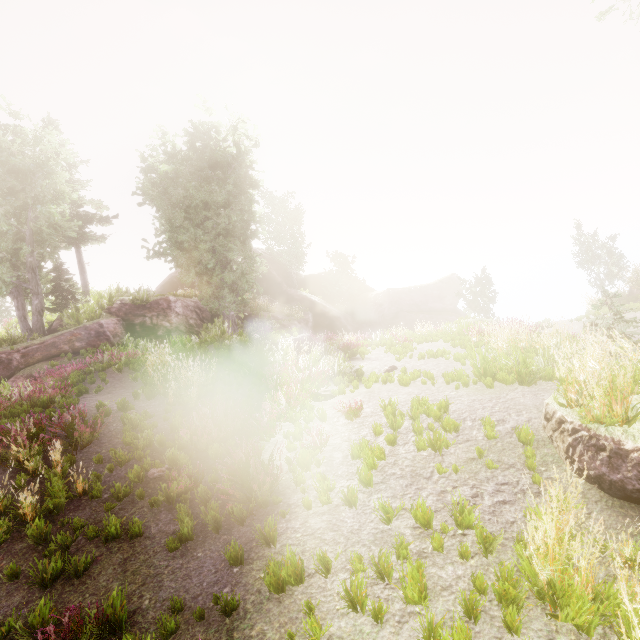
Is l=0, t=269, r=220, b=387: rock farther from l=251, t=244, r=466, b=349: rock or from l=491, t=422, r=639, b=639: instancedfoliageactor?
l=251, t=244, r=466, b=349: rock

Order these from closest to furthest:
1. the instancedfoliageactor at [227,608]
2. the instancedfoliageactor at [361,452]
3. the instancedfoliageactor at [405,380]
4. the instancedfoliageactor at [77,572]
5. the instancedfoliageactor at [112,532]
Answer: the instancedfoliageactor at [227,608]
the instancedfoliageactor at [77,572]
the instancedfoliageactor at [112,532]
the instancedfoliageactor at [361,452]
the instancedfoliageactor at [405,380]

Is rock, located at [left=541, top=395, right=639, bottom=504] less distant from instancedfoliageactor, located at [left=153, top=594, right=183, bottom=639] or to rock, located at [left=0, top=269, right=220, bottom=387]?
instancedfoliageactor, located at [left=153, top=594, right=183, bottom=639]

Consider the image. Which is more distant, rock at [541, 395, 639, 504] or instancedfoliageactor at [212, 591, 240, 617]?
rock at [541, 395, 639, 504]

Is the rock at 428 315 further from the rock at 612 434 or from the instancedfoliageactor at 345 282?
the rock at 612 434

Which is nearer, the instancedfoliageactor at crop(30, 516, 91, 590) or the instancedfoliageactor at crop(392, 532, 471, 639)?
the instancedfoliageactor at crop(392, 532, 471, 639)

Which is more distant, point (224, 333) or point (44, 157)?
point (44, 157)
